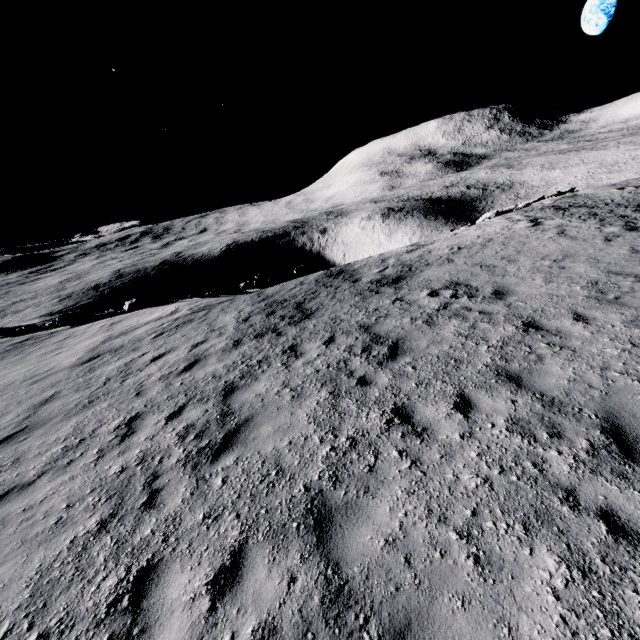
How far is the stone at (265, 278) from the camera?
20.23m

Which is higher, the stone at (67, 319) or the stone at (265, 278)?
the stone at (67, 319)

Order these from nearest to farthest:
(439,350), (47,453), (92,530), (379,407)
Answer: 1. (92,530)
2. (379,407)
3. (47,453)
4. (439,350)

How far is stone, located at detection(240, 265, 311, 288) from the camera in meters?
20.2

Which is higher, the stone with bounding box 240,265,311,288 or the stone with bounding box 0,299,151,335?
the stone with bounding box 0,299,151,335
